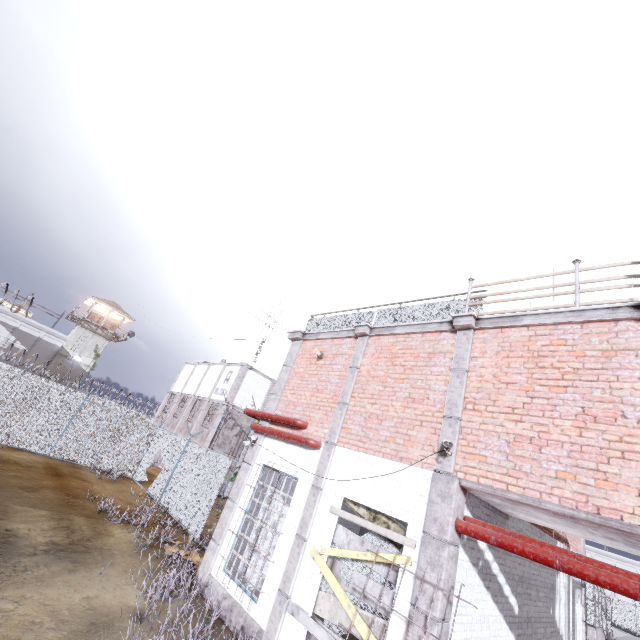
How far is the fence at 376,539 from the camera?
5.87m

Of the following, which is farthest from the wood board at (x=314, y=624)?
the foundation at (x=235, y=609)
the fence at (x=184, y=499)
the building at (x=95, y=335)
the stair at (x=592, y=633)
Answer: the building at (x=95, y=335)

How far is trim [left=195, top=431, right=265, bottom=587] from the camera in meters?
8.2 m

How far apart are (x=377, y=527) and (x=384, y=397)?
2.58m

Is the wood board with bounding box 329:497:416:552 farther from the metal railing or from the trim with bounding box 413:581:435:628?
the metal railing

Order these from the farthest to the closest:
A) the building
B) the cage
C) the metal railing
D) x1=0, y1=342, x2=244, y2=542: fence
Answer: the building
the cage
x1=0, y1=342, x2=244, y2=542: fence
the metal railing

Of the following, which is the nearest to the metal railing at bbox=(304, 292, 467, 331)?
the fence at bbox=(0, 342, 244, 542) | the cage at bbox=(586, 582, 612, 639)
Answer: the fence at bbox=(0, 342, 244, 542)

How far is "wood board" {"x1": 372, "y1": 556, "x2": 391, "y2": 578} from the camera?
5.6 meters
